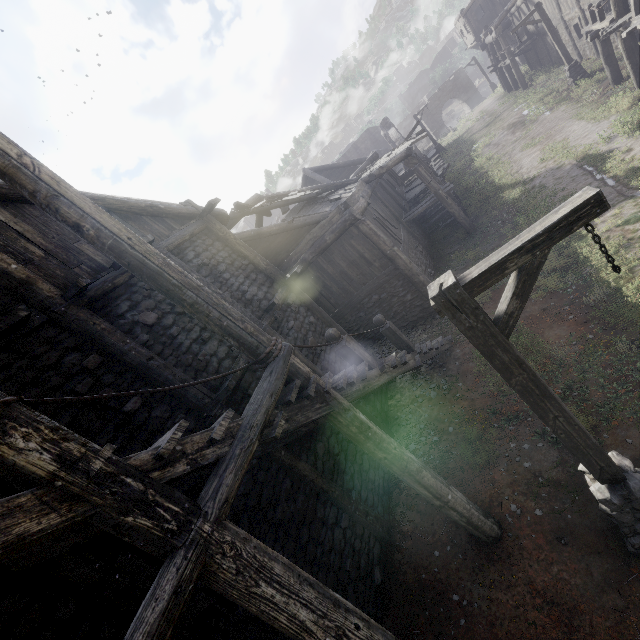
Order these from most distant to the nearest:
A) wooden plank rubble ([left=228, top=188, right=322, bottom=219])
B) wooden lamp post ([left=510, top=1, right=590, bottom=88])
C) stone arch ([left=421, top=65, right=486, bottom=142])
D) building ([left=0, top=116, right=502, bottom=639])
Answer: stone arch ([left=421, top=65, right=486, bottom=142]) < wooden lamp post ([left=510, top=1, right=590, bottom=88]) < wooden plank rubble ([left=228, top=188, right=322, bottom=219]) < building ([left=0, top=116, right=502, bottom=639])

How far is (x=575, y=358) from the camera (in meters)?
6.97

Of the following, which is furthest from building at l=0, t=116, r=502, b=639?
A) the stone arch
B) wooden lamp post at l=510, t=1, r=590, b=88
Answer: wooden lamp post at l=510, t=1, r=590, b=88

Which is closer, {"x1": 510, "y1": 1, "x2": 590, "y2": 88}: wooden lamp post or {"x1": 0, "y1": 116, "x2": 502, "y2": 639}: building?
{"x1": 0, "y1": 116, "x2": 502, "y2": 639}: building

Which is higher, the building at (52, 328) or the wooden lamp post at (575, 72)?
the building at (52, 328)

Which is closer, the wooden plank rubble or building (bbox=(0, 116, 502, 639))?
building (bbox=(0, 116, 502, 639))

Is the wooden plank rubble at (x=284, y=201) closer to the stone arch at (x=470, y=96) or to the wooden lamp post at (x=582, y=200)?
the wooden lamp post at (x=582, y=200)
